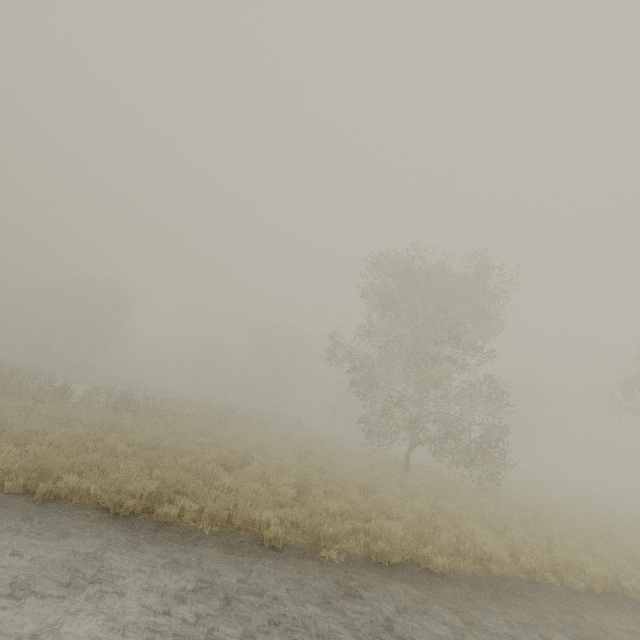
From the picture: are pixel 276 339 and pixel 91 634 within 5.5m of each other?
no
